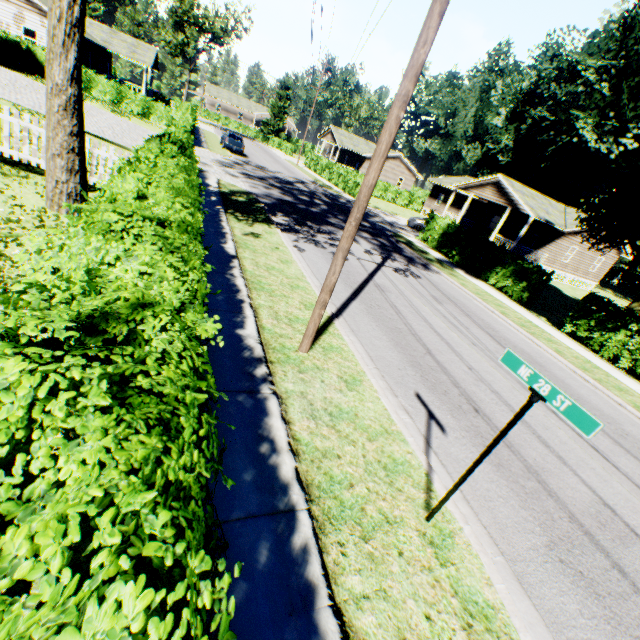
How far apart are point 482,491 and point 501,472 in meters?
0.8

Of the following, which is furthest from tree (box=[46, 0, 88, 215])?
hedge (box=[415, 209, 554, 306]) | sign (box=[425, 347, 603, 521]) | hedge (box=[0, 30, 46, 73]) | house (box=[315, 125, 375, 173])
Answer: house (box=[315, 125, 375, 173])

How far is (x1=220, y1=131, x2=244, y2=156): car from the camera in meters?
29.8 m

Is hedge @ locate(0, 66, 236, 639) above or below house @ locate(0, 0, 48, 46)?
below

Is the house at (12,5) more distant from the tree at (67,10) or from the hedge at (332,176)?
the hedge at (332,176)

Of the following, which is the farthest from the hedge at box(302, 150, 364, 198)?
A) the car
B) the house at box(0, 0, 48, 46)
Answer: the house at box(0, 0, 48, 46)

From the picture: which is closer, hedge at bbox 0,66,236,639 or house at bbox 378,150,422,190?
hedge at bbox 0,66,236,639

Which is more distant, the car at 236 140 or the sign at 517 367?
the car at 236 140
